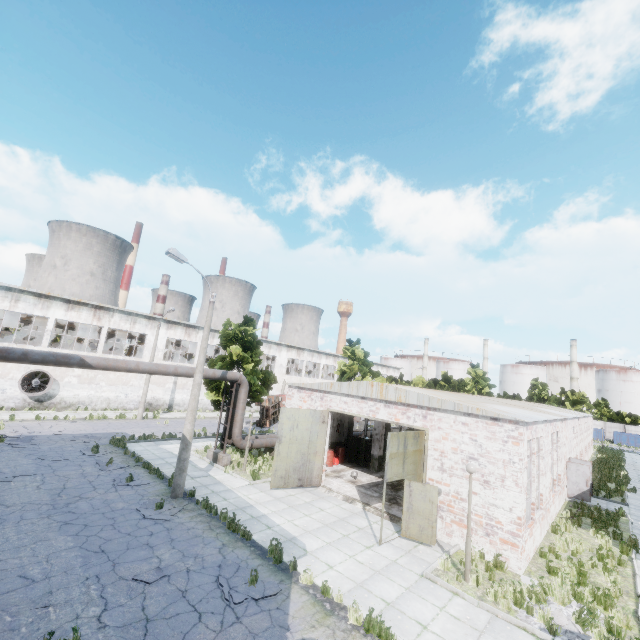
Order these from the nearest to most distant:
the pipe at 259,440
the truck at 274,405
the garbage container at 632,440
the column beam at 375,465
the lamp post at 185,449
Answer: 1. the lamp post at 185,449
2. the pipe at 259,440
3. the column beam at 375,465
4. the truck at 274,405
5. the garbage container at 632,440

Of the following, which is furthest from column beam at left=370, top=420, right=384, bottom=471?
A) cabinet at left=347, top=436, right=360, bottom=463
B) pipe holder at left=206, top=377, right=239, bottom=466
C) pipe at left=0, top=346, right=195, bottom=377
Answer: pipe holder at left=206, top=377, right=239, bottom=466

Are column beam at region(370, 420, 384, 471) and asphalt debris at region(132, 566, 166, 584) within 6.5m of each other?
no

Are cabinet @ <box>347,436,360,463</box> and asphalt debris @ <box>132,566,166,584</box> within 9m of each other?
no

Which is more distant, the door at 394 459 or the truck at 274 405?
the truck at 274 405

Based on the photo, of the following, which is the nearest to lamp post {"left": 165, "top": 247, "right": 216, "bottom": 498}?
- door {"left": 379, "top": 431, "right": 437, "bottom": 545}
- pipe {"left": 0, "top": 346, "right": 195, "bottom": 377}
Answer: pipe {"left": 0, "top": 346, "right": 195, "bottom": 377}

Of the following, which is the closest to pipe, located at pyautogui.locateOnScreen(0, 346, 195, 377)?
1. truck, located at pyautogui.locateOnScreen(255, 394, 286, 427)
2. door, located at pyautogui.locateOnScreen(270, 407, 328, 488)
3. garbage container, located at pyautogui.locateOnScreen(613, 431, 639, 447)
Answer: door, located at pyautogui.locateOnScreen(270, 407, 328, 488)

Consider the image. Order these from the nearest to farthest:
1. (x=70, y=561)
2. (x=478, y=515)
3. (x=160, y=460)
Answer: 1. (x=70, y=561)
2. (x=478, y=515)
3. (x=160, y=460)
